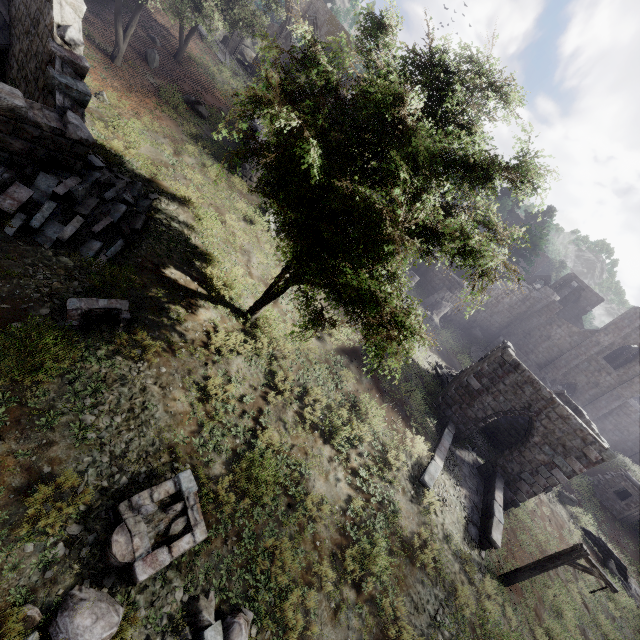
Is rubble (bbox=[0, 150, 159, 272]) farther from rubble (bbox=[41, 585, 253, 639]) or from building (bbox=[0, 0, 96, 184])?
rubble (bbox=[41, 585, 253, 639])

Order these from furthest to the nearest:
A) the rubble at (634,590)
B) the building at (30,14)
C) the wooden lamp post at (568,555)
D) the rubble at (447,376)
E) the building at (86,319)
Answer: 1. the rubble at (447,376)
2. the rubble at (634,590)
3. the wooden lamp post at (568,555)
4. the building at (30,14)
5. the building at (86,319)

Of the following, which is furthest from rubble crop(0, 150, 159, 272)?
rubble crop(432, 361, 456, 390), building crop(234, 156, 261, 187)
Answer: rubble crop(432, 361, 456, 390)

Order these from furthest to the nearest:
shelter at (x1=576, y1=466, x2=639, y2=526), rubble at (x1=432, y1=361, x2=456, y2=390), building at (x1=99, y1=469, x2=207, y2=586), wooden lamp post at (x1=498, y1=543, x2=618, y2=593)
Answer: shelter at (x1=576, y1=466, x2=639, y2=526) → rubble at (x1=432, y1=361, x2=456, y2=390) → wooden lamp post at (x1=498, y1=543, x2=618, y2=593) → building at (x1=99, y1=469, x2=207, y2=586)

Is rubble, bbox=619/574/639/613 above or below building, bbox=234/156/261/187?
below

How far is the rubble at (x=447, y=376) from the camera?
20.92m

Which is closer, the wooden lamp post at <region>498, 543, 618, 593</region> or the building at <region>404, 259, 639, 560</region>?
the wooden lamp post at <region>498, 543, 618, 593</region>

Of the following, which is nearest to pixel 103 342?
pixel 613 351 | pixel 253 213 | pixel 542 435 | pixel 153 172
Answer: pixel 153 172
